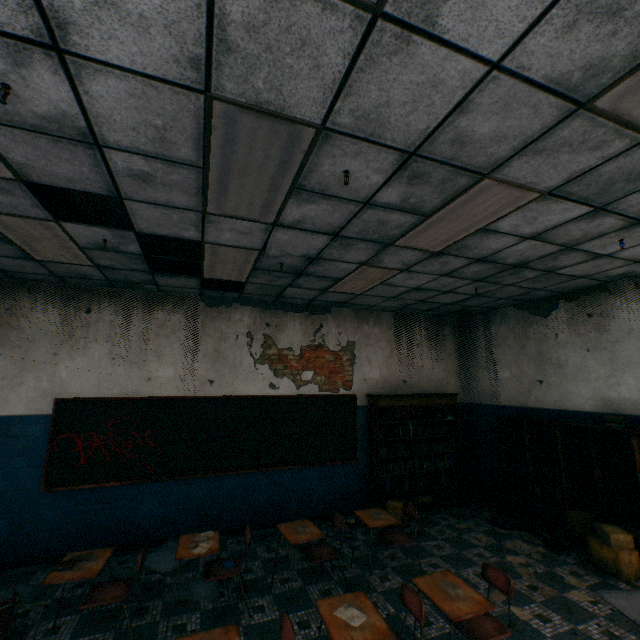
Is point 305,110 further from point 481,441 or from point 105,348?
point 481,441

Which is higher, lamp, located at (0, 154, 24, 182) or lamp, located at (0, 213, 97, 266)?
lamp, located at (0, 213, 97, 266)

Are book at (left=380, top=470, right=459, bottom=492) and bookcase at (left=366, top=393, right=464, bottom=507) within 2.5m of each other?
yes

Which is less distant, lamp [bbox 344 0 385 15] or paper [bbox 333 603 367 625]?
lamp [bbox 344 0 385 15]

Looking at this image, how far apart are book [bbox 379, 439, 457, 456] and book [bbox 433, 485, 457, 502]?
0.2 meters

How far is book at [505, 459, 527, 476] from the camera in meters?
5.8

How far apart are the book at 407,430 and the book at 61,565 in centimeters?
456cm

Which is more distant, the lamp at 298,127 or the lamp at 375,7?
the lamp at 298,127
